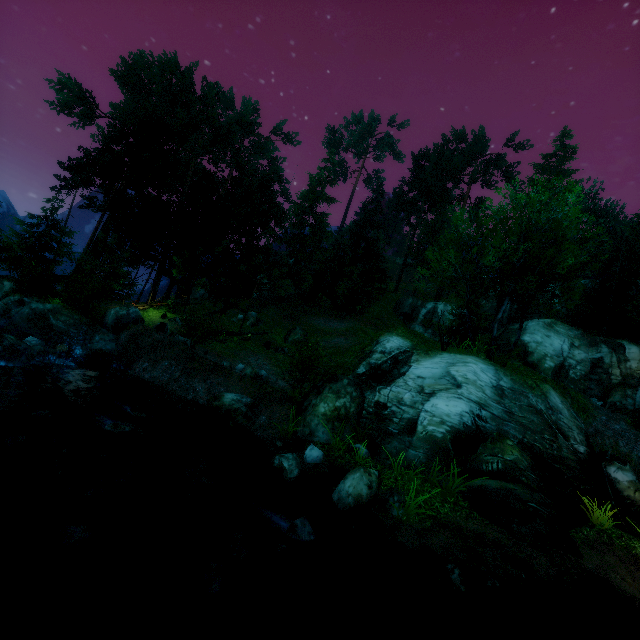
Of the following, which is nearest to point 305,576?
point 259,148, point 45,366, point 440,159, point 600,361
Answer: point 45,366

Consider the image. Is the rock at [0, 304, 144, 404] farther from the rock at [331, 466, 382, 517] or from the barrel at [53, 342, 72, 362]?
the rock at [331, 466, 382, 517]

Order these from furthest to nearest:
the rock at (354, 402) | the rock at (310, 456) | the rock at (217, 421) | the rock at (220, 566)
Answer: the rock at (217, 421) → the rock at (354, 402) → the rock at (310, 456) → the rock at (220, 566)

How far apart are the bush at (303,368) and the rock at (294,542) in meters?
7.0 m

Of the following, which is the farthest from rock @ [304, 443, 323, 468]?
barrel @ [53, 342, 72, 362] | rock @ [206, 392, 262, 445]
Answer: barrel @ [53, 342, 72, 362]

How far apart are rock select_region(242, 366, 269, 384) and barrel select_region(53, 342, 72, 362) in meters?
7.4

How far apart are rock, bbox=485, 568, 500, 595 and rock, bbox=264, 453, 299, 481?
4.8 meters

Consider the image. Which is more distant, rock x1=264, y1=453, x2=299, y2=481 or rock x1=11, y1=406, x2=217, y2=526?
rock x1=264, y1=453, x2=299, y2=481
